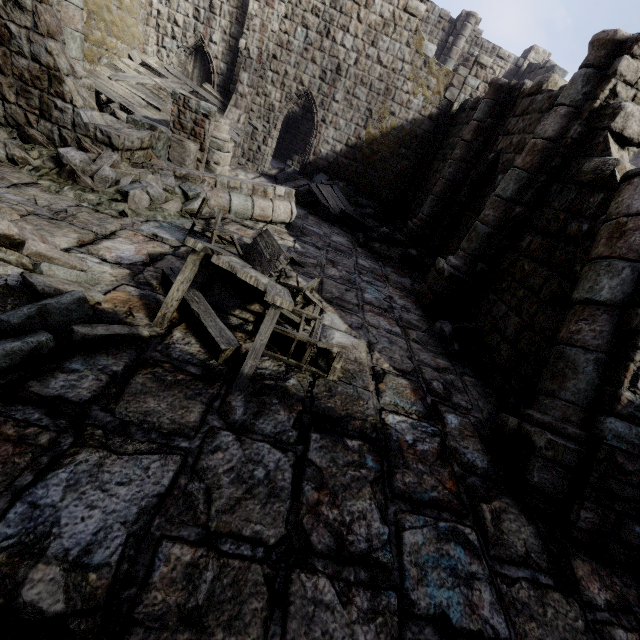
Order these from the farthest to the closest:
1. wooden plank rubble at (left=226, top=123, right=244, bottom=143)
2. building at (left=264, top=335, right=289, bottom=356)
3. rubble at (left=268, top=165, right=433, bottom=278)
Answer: wooden plank rubble at (left=226, top=123, right=244, bottom=143) < rubble at (left=268, top=165, right=433, bottom=278) < building at (left=264, top=335, right=289, bottom=356)

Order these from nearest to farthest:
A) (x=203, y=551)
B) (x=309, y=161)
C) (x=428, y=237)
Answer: (x=203, y=551) → (x=428, y=237) → (x=309, y=161)

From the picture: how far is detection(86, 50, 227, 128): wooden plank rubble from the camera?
11.43m

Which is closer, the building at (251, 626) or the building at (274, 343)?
the building at (251, 626)

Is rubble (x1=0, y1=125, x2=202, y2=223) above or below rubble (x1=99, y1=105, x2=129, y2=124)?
below

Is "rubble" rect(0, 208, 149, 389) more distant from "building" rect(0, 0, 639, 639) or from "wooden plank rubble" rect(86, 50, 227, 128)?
"wooden plank rubble" rect(86, 50, 227, 128)

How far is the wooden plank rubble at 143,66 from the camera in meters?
11.4

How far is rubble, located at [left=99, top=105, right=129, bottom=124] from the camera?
10.1m
